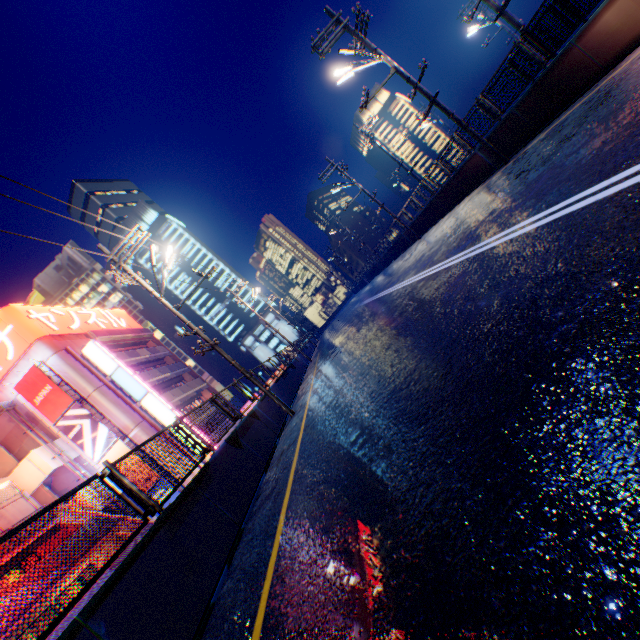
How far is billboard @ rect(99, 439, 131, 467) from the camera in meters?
25.2

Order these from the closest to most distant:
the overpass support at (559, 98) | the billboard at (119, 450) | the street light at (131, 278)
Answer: the overpass support at (559, 98), the street light at (131, 278), the billboard at (119, 450)

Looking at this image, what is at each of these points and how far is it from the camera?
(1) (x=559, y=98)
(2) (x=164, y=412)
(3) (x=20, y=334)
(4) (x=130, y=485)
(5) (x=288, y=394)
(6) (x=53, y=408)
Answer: (1) overpass support, 10.2m
(2) sign, 27.8m
(3) signboard, 26.2m
(4) metal fence, 5.2m
(5) overpass support, 16.2m
(6) billboard, 25.3m

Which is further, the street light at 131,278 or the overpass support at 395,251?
the overpass support at 395,251

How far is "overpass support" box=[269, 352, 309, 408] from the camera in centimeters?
1514cm

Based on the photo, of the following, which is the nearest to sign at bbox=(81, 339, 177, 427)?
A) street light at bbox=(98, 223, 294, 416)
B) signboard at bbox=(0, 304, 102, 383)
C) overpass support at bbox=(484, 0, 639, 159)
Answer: signboard at bbox=(0, 304, 102, 383)

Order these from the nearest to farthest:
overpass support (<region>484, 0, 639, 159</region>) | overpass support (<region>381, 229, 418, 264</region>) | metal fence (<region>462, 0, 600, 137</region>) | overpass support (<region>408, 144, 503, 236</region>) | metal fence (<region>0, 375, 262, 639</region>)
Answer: metal fence (<region>0, 375, 262, 639</region>), overpass support (<region>484, 0, 639, 159</region>), metal fence (<region>462, 0, 600, 137</region>), overpass support (<region>408, 144, 503, 236</region>), overpass support (<region>381, 229, 418, 264</region>)

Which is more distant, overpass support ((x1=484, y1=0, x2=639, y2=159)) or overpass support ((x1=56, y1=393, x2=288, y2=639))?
Answer: overpass support ((x1=484, y1=0, x2=639, y2=159))
